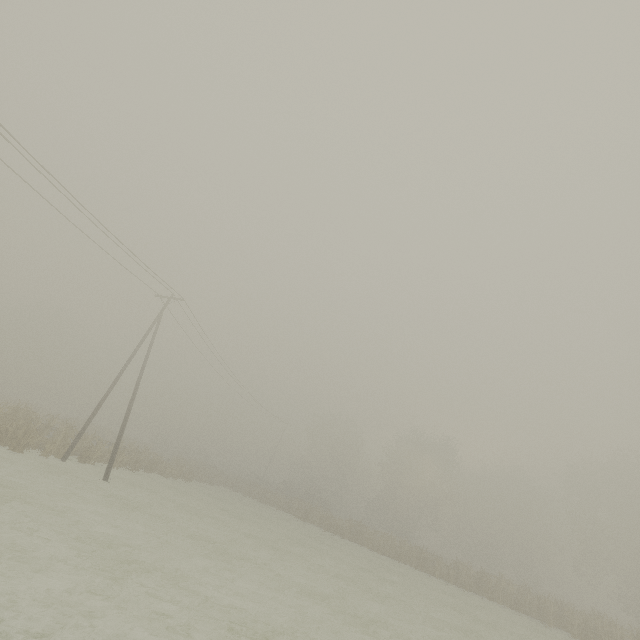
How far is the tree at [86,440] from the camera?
21.2m

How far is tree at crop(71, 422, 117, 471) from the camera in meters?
21.2 m

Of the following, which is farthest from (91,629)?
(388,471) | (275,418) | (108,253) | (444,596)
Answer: (275,418)
